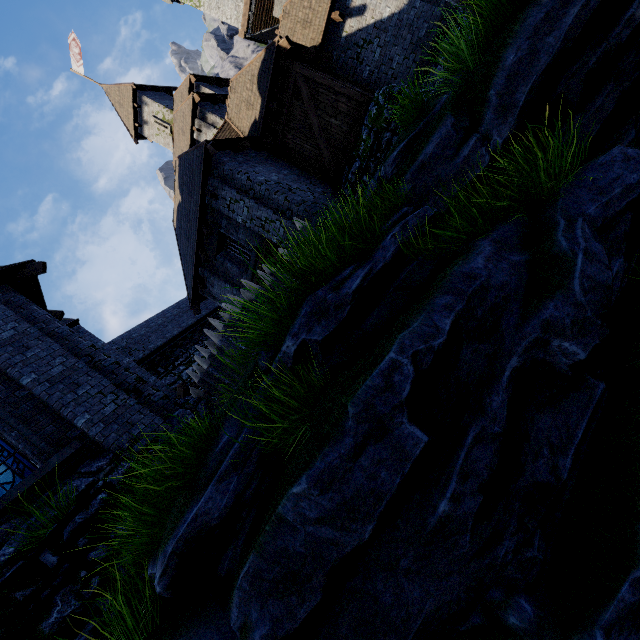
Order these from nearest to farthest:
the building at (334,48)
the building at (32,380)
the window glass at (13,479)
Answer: the window glass at (13,479), the building at (32,380), the building at (334,48)

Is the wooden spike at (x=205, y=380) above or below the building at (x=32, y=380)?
below

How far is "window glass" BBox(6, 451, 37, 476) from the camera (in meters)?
5.88

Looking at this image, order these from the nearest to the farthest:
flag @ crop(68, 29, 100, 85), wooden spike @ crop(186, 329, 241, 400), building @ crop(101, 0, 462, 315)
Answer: wooden spike @ crop(186, 329, 241, 400) < building @ crop(101, 0, 462, 315) < flag @ crop(68, 29, 100, 85)

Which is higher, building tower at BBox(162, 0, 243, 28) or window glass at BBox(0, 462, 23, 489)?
building tower at BBox(162, 0, 243, 28)

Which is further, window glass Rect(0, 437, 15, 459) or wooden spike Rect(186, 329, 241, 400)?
wooden spike Rect(186, 329, 241, 400)

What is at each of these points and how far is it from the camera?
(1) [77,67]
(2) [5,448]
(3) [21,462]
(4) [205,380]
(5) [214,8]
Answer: (1) flag, 27.7 meters
(2) window glass, 6.0 meters
(3) window glass, 6.0 meters
(4) wooden spike, 7.6 meters
(5) building tower, 34.6 meters

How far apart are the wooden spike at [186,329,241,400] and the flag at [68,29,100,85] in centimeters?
3318cm
